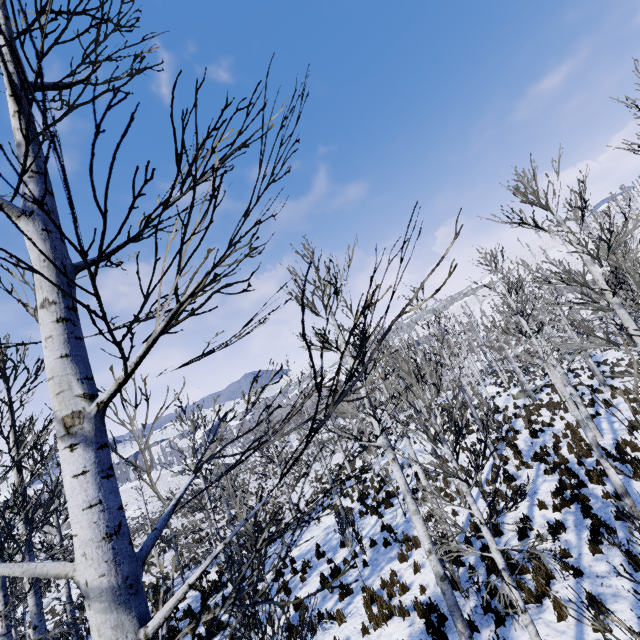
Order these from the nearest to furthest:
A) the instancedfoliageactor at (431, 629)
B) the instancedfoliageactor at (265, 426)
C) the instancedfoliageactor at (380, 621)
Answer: the instancedfoliageactor at (265, 426) → the instancedfoliageactor at (431, 629) → the instancedfoliageactor at (380, 621)

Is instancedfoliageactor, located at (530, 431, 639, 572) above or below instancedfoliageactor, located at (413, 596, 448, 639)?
below

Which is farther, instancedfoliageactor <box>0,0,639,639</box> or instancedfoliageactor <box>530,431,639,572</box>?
instancedfoliageactor <box>530,431,639,572</box>

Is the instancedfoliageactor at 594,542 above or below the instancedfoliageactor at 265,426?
below

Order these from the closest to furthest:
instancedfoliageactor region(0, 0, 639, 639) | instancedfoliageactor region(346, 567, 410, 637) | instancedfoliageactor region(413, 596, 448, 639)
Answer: instancedfoliageactor region(0, 0, 639, 639)
instancedfoliageactor region(413, 596, 448, 639)
instancedfoliageactor region(346, 567, 410, 637)

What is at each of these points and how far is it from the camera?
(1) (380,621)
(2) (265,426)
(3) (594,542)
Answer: (1) instancedfoliageactor, 8.2m
(2) instancedfoliageactor, 20.1m
(3) instancedfoliageactor, 8.1m
